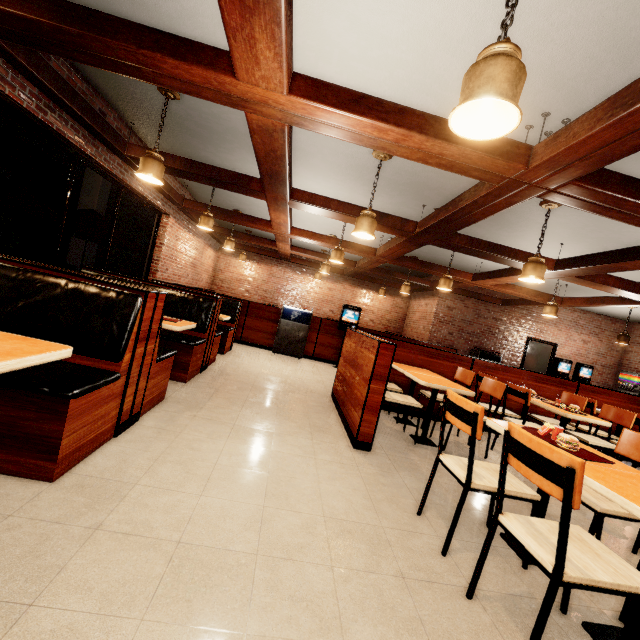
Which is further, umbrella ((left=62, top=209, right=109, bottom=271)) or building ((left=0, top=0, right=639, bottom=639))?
umbrella ((left=62, top=209, right=109, bottom=271))

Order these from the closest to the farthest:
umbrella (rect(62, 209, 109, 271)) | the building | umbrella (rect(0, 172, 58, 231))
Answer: the building < umbrella (rect(0, 172, 58, 231)) < umbrella (rect(62, 209, 109, 271))

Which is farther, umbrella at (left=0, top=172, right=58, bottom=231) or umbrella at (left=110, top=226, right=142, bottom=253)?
umbrella at (left=110, top=226, right=142, bottom=253)

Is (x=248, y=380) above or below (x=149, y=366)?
below

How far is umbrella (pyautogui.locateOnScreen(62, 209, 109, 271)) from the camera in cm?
615

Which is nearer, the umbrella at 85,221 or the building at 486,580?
the building at 486,580

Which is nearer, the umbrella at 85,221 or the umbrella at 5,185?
the umbrella at 5,185
